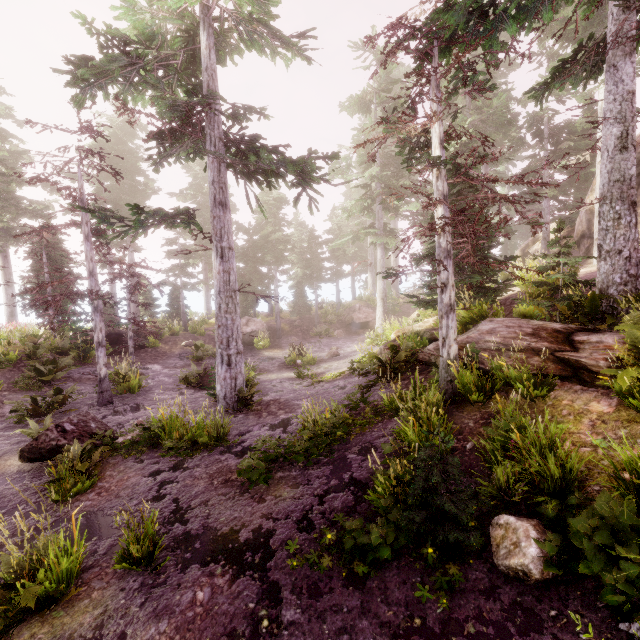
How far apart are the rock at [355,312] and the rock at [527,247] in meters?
12.5 m

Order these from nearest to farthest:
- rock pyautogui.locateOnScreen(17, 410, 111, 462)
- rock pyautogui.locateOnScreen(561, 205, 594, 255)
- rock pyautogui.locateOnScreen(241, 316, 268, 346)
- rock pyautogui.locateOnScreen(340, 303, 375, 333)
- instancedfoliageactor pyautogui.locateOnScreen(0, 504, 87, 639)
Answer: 1. instancedfoliageactor pyautogui.locateOnScreen(0, 504, 87, 639)
2. rock pyautogui.locateOnScreen(17, 410, 111, 462)
3. rock pyautogui.locateOnScreen(561, 205, 594, 255)
4. rock pyautogui.locateOnScreen(241, 316, 268, 346)
5. rock pyautogui.locateOnScreen(340, 303, 375, 333)

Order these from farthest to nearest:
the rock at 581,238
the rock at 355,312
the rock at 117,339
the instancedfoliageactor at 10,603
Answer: the rock at 355,312 → the rock at 117,339 → the rock at 581,238 → the instancedfoliageactor at 10,603

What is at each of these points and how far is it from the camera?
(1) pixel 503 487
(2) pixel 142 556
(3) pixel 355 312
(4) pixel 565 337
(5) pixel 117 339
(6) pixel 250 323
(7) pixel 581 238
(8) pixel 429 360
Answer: (1) instancedfoliageactor, 5.1m
(2) instancedfoliageactor, 4.8m
(3) rock, 29.2m
(4) rock, 7.7m
(5) rock, 21.5m
(6) rock, 24.9m
(7) rock, 17.8m
(8) rock, 10.4m

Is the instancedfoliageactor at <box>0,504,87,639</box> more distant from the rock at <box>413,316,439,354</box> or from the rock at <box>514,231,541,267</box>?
the rock at <box>514,231,541,267</box>

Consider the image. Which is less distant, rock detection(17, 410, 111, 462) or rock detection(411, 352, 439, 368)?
rock detection(17, 410, 111, 462)

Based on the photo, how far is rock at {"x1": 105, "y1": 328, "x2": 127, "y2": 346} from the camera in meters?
20.7 m

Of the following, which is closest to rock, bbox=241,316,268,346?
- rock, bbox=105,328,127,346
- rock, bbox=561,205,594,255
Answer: rock, bbox=105,328,127,346
